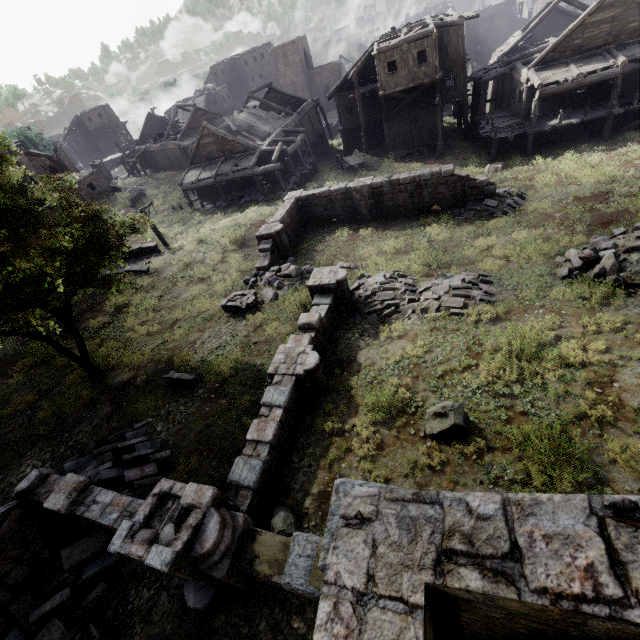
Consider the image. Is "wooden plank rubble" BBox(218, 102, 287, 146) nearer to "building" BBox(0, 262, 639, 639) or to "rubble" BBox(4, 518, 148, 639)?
"building" BBox(0, 262, 639, 639)

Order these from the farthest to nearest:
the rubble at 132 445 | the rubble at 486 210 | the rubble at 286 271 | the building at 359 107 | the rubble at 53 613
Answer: the building at 359 107 → the rubble at 486 210 → the rubble at 286 271 → the rubble at 132 445 → the rubble at 53 613

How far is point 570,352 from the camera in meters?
8.5 m

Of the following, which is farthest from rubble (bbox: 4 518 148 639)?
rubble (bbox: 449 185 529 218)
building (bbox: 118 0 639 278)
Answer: rubble (bbox: 449 185 529 218)

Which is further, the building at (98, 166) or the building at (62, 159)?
the building at (98, 166)

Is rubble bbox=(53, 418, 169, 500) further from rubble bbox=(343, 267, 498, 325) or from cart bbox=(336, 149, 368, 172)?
cart bbox=(336, 149, 368, 172)

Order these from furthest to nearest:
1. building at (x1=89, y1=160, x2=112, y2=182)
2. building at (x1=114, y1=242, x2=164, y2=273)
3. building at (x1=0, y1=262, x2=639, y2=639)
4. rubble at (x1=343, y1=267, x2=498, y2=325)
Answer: building at (x1=89, y1=160, x2=112, y2=182) → building at (x1=114, y1=242, x2=164, y2=273) → rubble at (x1=343, y1=267, x2=498, y2=325) → building at (x1=0, y1=262, x2=639, y2=639)

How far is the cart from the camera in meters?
30.0 m
